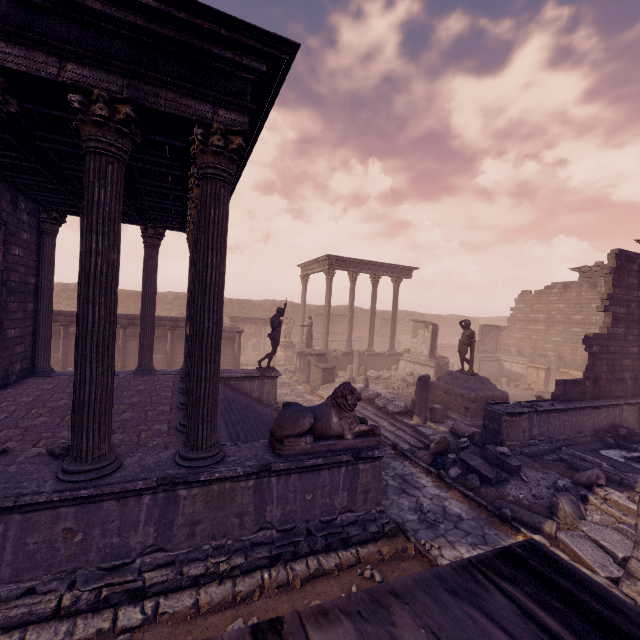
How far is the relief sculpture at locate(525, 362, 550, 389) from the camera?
21.11m

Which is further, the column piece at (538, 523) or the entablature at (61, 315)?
the entablature at (61, 315)

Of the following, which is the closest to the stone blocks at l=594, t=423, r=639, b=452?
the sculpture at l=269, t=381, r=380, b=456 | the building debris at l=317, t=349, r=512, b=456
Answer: the building debris at l=317, t=349, r=512, b=456

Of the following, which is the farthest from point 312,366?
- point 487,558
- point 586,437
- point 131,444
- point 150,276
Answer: point 487,558

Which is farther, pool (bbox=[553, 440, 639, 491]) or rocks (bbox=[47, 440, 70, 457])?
pool (bbox=[553, 440, 639, 491])

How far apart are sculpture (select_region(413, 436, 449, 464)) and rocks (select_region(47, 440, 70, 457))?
7.87m

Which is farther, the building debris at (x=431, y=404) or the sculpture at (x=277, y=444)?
the building debris at (x=431, y=404)

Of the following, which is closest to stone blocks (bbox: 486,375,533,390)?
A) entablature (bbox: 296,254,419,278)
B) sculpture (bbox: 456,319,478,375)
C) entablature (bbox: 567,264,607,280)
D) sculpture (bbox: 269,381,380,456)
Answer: entablature (bbox: 567,264,607,280)
